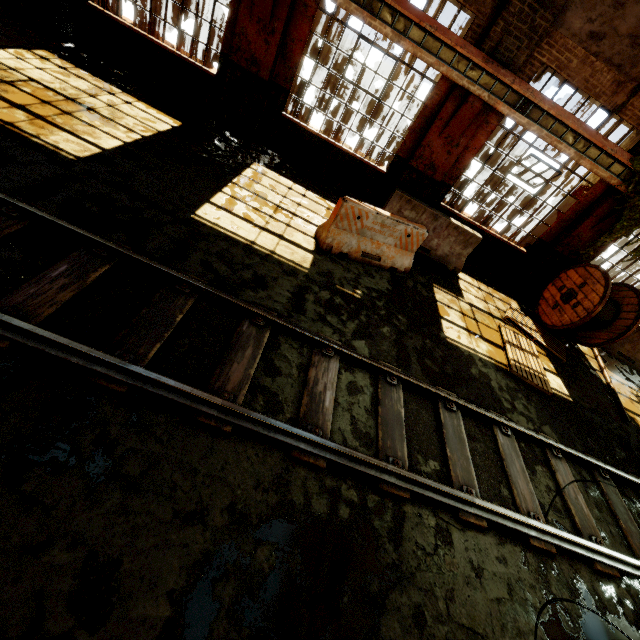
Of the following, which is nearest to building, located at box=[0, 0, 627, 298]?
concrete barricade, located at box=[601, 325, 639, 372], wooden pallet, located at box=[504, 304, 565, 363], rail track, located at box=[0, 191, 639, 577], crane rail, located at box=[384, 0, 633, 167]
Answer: crane rail, located at box=[384, 0, 633, 167]

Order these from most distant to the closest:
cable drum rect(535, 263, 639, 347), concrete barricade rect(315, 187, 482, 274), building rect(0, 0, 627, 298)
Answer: cable drum rect(535, 263, 639, 347) < building rect(0, 0, 627, 298) < concrete barricade rect(315, 187, 482, 274)

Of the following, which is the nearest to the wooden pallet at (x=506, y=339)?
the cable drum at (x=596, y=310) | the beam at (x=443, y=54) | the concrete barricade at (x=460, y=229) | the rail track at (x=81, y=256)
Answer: the cable drum at (x=596, y=310)

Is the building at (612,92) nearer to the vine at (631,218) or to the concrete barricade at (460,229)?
the vine at (631,218)

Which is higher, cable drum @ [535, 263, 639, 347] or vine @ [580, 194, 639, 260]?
vine @ [580, 194, 639, 260]

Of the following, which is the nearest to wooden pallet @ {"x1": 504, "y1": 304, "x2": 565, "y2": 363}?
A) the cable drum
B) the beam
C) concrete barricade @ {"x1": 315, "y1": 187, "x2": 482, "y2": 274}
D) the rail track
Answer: the cable drum

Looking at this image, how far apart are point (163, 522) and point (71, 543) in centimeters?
55cm

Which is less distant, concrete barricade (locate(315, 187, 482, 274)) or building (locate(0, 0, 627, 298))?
concrete barricade (locate(315, 187, 482, 274))
